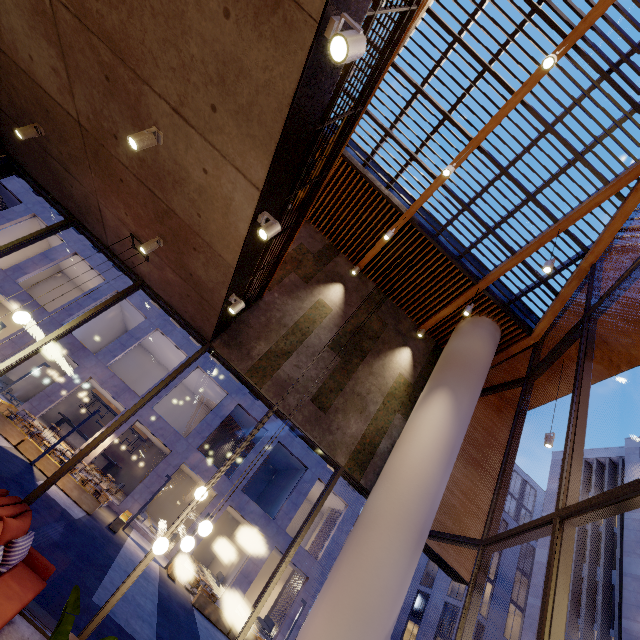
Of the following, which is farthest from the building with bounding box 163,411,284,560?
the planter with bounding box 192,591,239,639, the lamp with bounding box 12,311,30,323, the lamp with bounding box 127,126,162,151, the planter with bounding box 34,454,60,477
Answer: the lamp with bounding box 127,126,162,151

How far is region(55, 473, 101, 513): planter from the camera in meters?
13.2 m

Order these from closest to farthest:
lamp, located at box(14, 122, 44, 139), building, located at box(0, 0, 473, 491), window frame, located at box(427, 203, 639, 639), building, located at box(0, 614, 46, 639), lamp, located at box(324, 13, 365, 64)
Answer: lamp, located at box(324, 13, 365, 64)
building, located at box(0, 0, 473, 491)
window frame, located at box(427, 203, 639, 639)
building, located at box(0, 614, 46, 639)
lamp, located at box(14, 122, 44, 139)

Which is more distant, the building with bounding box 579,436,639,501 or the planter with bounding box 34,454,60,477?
the building with bounding box 579,436,639,501

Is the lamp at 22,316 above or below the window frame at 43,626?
above

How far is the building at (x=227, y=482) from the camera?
19.17m

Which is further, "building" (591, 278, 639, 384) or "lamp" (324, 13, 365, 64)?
"building" (591, 278, 639, 384)

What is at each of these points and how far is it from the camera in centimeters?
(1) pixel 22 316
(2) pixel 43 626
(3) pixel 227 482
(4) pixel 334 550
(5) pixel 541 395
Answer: (1) lamp, 456cm
(2) window frame, 446cm
(3) building, 2094cm
(4) building, 2184cm
(5) building, 941cm
